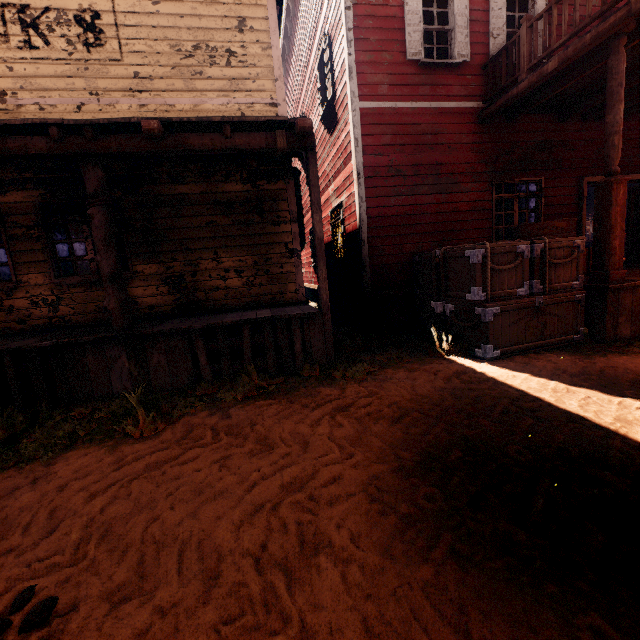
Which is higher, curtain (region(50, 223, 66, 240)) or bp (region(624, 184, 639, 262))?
curtain (region(50, 223, 66, 240))

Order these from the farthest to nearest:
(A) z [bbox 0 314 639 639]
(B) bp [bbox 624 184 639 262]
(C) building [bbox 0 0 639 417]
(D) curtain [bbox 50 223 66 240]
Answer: (B) bp [bbox 624 184 639 262], (D) curtain [bbox 50 223 66 240], (C) building [bbox 0 0 639 417], (A) z [bbox 0 314 639 639]

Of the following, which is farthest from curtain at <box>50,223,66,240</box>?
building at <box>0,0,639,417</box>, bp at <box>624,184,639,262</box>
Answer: bp at <box>624,184,639,262</box>

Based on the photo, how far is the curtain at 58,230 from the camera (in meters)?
6.11

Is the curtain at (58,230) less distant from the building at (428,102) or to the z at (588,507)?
the building at (428,102)

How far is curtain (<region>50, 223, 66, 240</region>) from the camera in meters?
6.1

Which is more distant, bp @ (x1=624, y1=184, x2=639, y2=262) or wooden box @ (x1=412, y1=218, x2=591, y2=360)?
bp @ (x1=624, y1=184, x2=639, y2=262)

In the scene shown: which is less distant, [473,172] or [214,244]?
[214,244]
